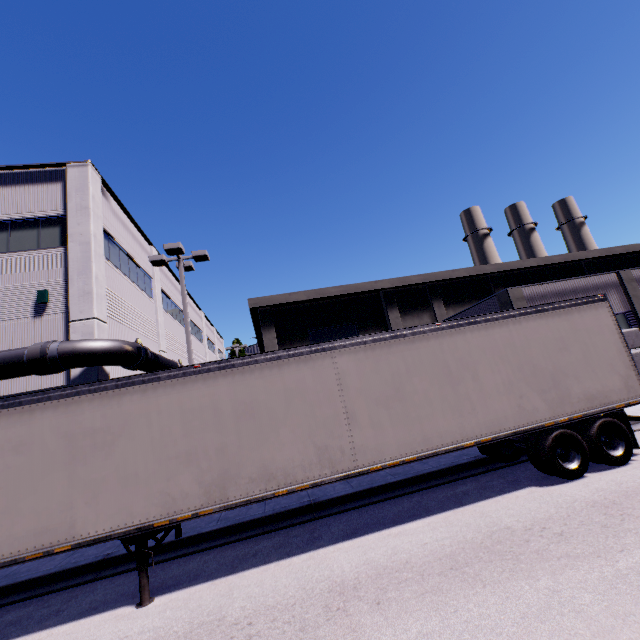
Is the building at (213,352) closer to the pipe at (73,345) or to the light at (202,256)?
the pipe at (73,345)

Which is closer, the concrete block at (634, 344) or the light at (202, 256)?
the light at (202, 256)

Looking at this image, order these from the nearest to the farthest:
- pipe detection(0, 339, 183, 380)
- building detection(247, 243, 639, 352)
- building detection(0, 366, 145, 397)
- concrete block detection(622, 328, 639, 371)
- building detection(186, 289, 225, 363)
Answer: pipe detection(0, 339, 183, 380)
building detection(0, 366, 145, 397)
concrete block detection(622, 328, 639, 371)
building detection(247, 243, 639, 352)
building detection(186, 289, 225, 363)

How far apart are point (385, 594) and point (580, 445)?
5.8m

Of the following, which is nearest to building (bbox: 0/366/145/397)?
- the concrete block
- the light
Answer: the concrete block

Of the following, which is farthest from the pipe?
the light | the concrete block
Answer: the concrete block

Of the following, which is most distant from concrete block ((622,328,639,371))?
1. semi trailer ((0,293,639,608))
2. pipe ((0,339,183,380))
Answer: pipe ((0,339,183,380))

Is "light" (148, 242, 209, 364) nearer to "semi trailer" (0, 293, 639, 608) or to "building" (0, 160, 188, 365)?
"semi trailer" (0, 293, 639, 608)
